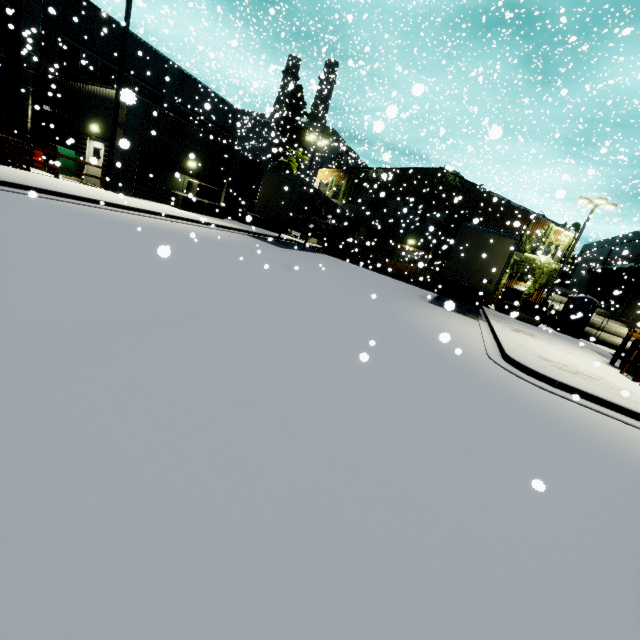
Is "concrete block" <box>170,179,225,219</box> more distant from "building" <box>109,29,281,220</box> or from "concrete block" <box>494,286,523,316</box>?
"concrete block" <box>494,286,523,316</box>

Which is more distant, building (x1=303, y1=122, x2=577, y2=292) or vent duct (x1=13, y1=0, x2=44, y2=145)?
building (x1=303, y1=122, x2=577, y2=292)

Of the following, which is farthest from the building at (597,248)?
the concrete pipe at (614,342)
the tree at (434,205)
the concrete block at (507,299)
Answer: the concrete block at (507,299)

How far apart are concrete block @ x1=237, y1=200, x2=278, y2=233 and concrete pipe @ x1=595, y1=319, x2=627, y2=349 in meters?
26.4

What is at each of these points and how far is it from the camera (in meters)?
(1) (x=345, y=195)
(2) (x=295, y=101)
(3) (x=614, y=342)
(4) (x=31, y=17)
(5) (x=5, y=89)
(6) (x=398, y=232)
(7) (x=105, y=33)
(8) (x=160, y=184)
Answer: (1) tree, 33.19
(2) tree, 32.09
(3) concrete pipe, 23.19
(4) vent duct, 16.92
(5) building, 17.92
(6) building, 31.38
(7) building, 20.81
(8) building, 19.66

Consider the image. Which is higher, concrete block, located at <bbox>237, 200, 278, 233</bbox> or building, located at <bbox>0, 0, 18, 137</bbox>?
building, located at <bbox>0, 0, 18, 137</bbox>

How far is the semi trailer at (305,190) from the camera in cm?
1920

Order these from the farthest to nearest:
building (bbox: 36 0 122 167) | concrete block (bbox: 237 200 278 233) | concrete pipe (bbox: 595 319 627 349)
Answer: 1. concrete block (bbox: 237 200 278 233)
2. concrete pipe (bbox: 595 319 627 349)
3. building (bbox: 36 0 122 167)
